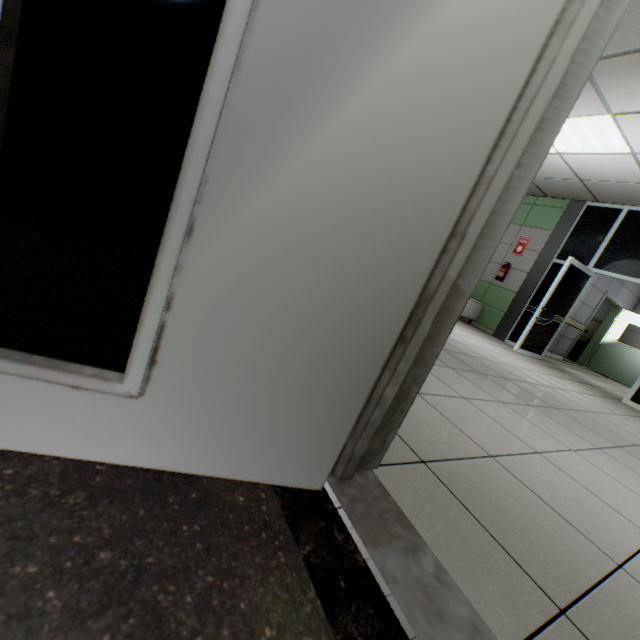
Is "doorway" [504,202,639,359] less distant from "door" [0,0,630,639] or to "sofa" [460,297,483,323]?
"sofa" [460,297,483,323]

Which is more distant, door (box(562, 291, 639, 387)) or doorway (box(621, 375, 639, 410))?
door (box(562, 291, 639, 387))

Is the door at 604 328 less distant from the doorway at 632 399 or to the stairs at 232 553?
the doorway at 632 399

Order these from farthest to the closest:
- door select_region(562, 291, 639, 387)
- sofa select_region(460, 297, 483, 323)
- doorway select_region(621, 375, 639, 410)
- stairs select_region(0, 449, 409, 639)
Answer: door select_region(562, 291, 639, 387)
sofa select_region(460, 297, 483, 323)
doorway select_region(621, 375, 639, 410)
stairs select_region(0, 449, 409, 639)

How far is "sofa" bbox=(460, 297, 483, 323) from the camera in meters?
7.8 m

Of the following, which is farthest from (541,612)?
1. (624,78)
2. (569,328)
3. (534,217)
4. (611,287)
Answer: (611,287)

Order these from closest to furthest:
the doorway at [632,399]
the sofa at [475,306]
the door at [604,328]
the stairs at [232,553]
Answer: the stairs at [232,553] → the doorway at [632,399] → the sofa at [475,306] → the door at [604,328]

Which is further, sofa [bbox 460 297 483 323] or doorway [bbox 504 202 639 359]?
sofa [bbox 460 297 483 323]
